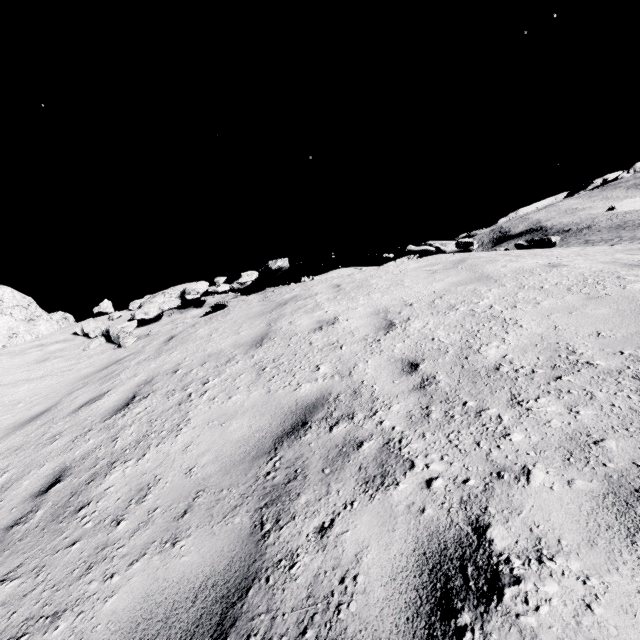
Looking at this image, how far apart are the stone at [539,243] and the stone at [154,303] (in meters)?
10.39

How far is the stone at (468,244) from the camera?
8.8m

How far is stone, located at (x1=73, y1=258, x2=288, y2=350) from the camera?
9.1 meters

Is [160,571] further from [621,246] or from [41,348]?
[621,246]

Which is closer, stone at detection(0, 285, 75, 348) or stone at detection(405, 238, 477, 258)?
stone at detection(405, 238, 477, 258)

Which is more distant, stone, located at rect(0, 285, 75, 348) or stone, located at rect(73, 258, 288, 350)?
stone, located at rect(0, 285, 75, 348)

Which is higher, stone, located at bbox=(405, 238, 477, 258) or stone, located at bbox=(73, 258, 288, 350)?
stone, located at bbox=(73, 258, 288, 350)

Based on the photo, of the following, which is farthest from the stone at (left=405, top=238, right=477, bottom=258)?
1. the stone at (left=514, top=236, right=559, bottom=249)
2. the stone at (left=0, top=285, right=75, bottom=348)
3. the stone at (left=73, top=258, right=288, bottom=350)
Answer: the stone at (left=0, top=285, right=75, bottom=348)
